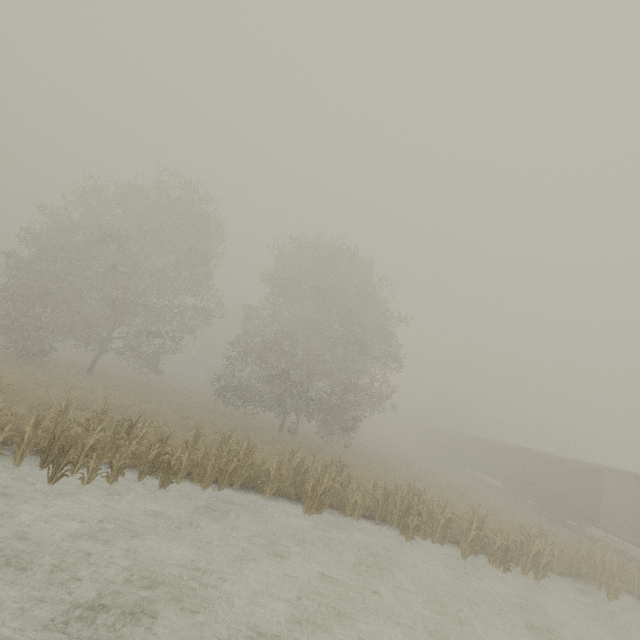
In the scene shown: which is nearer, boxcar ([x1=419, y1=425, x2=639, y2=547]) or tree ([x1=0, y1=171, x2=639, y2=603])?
tree ([x1=0, y1=171, x2=639, y2=603])

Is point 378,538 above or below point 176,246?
below

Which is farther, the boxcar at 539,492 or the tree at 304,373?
the boxcar at 539,492
